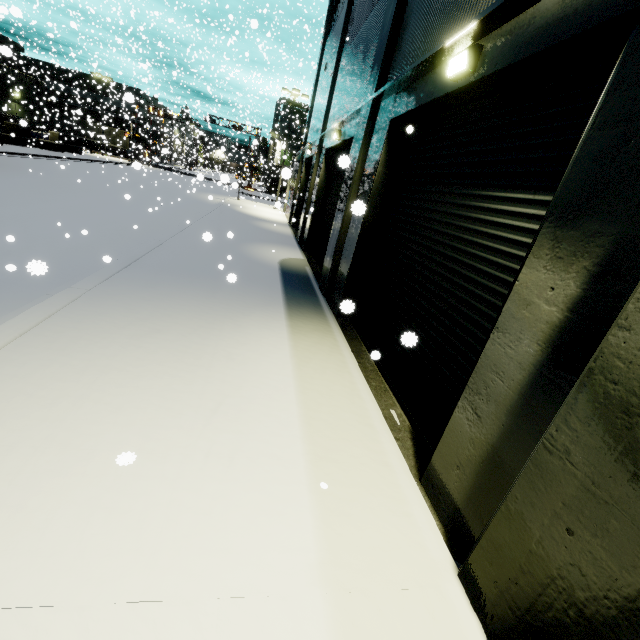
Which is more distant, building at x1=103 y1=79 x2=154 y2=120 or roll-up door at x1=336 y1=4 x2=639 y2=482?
building at x1=103 y1=79 x2=154 y2=120

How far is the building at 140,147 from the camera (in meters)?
39.22

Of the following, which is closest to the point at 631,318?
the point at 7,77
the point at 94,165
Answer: the point at 94,165

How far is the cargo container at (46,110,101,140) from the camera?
31.92m

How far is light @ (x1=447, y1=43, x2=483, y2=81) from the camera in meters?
3.9

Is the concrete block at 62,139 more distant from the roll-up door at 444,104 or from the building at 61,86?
the roll-up door at 444,104

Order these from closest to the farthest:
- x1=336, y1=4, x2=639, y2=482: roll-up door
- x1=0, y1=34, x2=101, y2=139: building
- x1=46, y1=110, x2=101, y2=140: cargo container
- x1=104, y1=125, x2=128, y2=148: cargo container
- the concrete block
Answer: x1=336, y1=4, x2=639, y2=482: roll-up door
the concrete block
x1=0, y1=34, x2=101, y2=139: building
x1=46, y1=110, x2=101, y2=140: cargo container
x1=104, y1=125, x2=128, y2=148: cargo container
